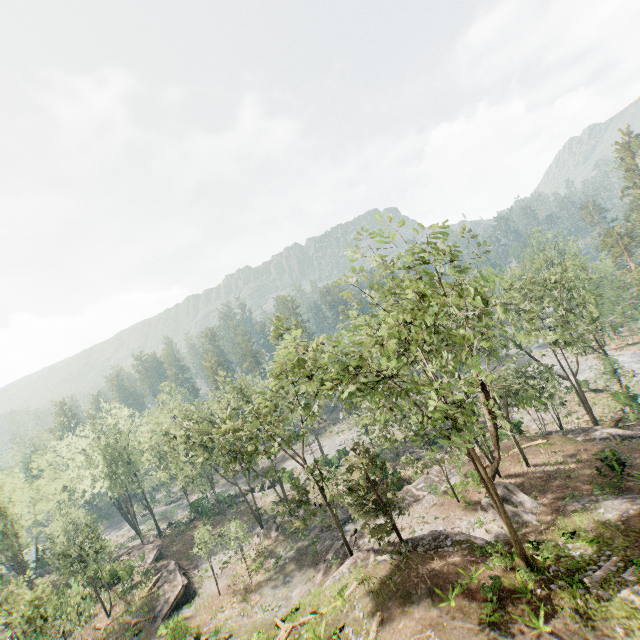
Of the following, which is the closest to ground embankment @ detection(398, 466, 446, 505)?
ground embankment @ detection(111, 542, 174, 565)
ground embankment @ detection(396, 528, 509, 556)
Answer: ground embankment @ detection(396, 528, 509, 556)

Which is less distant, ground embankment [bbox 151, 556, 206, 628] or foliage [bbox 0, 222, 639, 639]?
foliage [bbox 0, 222, 639, 639]

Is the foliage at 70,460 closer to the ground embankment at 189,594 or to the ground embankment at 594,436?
the ground embankment at 594,436

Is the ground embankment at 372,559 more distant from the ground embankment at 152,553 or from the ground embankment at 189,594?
the ground embankment at 152,553

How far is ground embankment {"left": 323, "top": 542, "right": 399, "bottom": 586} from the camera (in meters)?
23.04

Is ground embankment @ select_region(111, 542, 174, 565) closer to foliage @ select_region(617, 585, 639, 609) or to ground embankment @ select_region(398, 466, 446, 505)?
foliage @ select_region(617, 585, 639, 609)

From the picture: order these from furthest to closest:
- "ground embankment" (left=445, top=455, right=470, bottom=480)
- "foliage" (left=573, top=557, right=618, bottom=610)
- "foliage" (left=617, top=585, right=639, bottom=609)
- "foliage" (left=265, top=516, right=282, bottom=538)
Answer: "foliage" (left=265, top=516, right=282, bottom=538), "ground embankment" (left=445, top=455, right=470, bottom=480), "foliage" (left=573, top=557, right=618, bottom=610), "foliage" (left=617, top=585, right=639, bottom=609)

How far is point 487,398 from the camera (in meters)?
16.14
